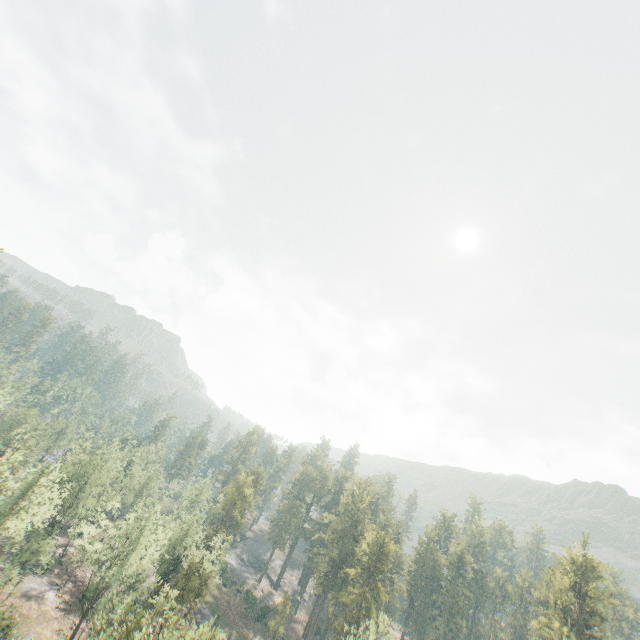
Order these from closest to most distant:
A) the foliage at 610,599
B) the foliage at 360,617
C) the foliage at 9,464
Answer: the foliage at 9,464, the foliage at 360,617, the foliage at 610,599

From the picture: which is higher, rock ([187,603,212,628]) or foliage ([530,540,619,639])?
foliage ([530,540,619,639])

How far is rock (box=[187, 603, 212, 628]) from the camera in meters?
56.1 m

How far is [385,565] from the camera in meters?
54.1

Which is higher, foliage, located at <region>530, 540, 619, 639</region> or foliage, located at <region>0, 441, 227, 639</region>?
foliage, located at <region>530, 540, 619, 639</region>

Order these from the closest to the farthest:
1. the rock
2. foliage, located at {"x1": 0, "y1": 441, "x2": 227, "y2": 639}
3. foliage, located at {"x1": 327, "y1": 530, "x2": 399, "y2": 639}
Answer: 1. foliage, located at {"x1": 0, "y1": 441, "x2": 227, "y2": 639}
2. foliage, located at {"x1": 327, "y1": 530, "x2": 399, "y2": 639}
3. the rock

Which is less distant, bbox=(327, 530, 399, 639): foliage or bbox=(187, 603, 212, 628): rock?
bbox=(327, 530, 399, 639): foliage

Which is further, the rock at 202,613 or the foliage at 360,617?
the rock at 202,613
